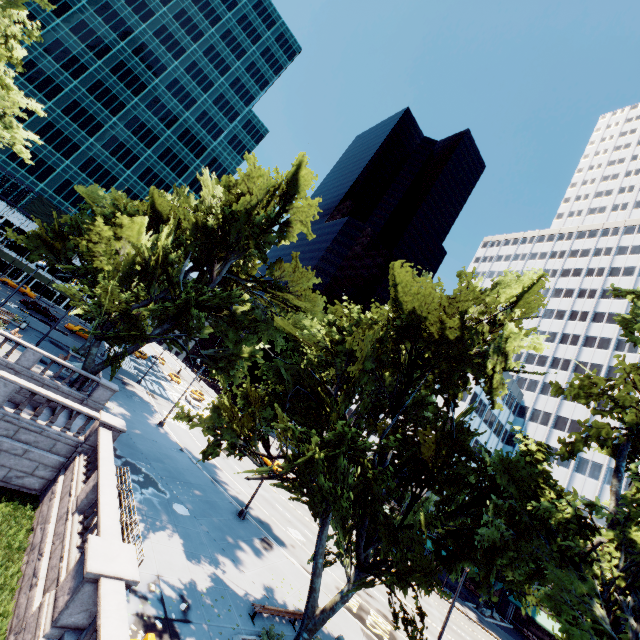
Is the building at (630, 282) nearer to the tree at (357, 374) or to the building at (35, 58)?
the tree at (357, 374)

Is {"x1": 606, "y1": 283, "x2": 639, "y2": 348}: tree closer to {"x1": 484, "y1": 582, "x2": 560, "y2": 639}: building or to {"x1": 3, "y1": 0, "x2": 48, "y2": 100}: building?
{"x1": 484, "y1": 582, "x2": 560, "y2": 639}: building

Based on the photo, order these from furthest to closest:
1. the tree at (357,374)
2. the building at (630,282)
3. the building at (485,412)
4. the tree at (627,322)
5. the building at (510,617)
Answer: the building at (630,282) → the building at (485,412) → the building at (510,617) → the tree at (627,322) → the tree at (357,374)

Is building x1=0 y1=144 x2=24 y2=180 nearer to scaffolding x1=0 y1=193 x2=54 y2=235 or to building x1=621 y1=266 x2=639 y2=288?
scaffolding x1=0 y1=193 x2=54 y2=235

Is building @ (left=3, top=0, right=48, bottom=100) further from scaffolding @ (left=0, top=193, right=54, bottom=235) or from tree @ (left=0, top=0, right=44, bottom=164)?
tree @ (left=0, top=0, right=44, bottom=164)

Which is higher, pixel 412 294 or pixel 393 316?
pixel 412 294

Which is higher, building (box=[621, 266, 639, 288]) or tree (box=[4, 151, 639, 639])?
building (box=[621, 266, 639, 288])

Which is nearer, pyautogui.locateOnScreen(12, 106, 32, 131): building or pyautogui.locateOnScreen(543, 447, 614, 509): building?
pyautogui.locateOnScreen(543, 447, 614, 509): building
